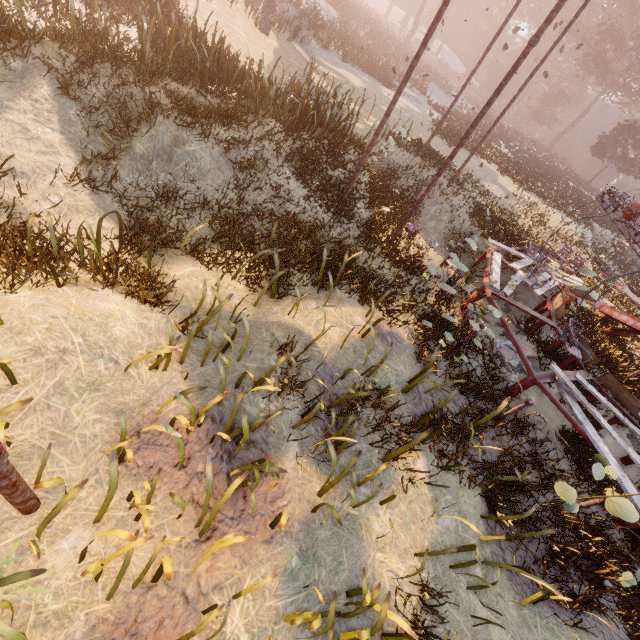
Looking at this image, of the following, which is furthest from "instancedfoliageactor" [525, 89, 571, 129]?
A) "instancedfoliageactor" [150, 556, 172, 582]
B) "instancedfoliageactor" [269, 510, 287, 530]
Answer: "instancedfoliageactor" [150, 556, 172, 582]

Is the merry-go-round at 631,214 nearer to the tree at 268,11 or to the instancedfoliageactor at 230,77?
the instancedfoliageactor at 230,77

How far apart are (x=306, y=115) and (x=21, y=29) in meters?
7.6 m

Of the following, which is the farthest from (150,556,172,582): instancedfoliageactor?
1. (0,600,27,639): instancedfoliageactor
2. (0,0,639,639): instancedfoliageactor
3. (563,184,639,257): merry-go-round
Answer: (0,0,639,639): instancedfoliageactor

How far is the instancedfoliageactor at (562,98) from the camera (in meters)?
53.50

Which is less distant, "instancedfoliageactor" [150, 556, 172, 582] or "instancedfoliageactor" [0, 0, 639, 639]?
"instancedfoliageactor" [150, 556, 172, 582]

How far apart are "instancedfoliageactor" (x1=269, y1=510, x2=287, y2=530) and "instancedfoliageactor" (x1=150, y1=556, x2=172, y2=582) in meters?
1.0

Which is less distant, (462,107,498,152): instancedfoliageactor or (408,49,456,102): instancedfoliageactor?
(462,107,498,152): instancedfoliageactor
